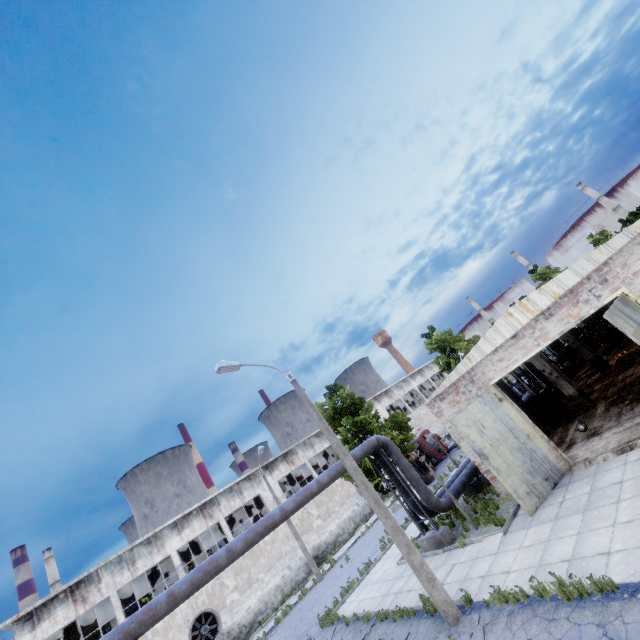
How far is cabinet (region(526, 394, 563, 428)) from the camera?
17.4m

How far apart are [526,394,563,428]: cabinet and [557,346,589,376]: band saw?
7.6 meters

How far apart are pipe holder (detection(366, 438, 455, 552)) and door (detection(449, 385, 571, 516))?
4.1m

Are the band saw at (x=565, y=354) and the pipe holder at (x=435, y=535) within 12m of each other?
no

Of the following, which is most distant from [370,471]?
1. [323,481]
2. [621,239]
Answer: [621,239]

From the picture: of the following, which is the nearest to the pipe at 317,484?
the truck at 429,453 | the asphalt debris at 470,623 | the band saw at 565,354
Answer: the band saw at 565,354

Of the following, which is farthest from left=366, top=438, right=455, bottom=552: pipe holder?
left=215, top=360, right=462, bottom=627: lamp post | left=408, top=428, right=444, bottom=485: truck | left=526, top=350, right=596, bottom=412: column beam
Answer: left=408, top=428, right=444, bottom=485: truck

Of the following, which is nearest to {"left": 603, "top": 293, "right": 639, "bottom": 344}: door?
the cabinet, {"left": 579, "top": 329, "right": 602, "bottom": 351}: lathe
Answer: the cabinet
